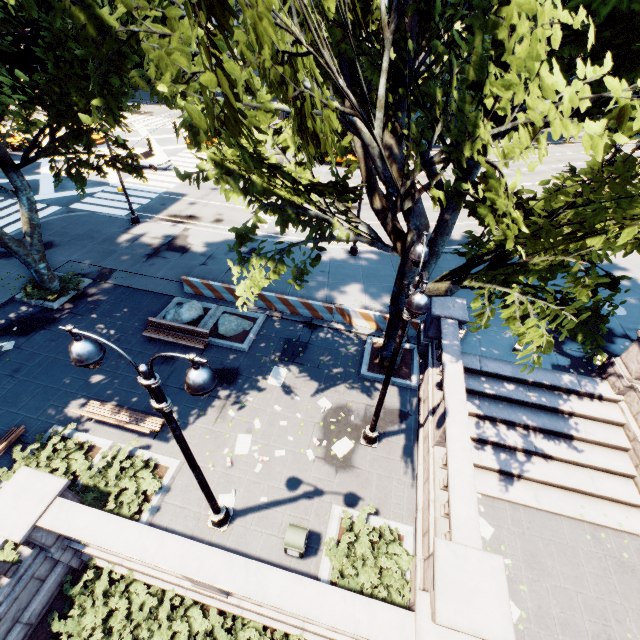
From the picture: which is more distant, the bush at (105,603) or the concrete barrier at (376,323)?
the concrete barrier at (376,323)

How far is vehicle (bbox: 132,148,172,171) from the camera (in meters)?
29.62

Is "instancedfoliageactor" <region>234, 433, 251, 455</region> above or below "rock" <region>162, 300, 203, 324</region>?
below

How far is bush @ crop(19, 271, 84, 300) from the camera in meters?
15.8 m

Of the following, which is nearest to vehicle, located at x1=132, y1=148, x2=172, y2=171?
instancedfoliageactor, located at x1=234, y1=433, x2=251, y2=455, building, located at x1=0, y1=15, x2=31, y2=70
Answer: instancedfoliageactor, located at x1=234, y1=433, x2=251, y2=455

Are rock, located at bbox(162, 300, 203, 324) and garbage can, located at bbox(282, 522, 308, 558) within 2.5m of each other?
no

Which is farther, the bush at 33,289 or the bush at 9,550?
the bush at 33,289

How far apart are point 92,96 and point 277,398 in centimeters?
1307cm
